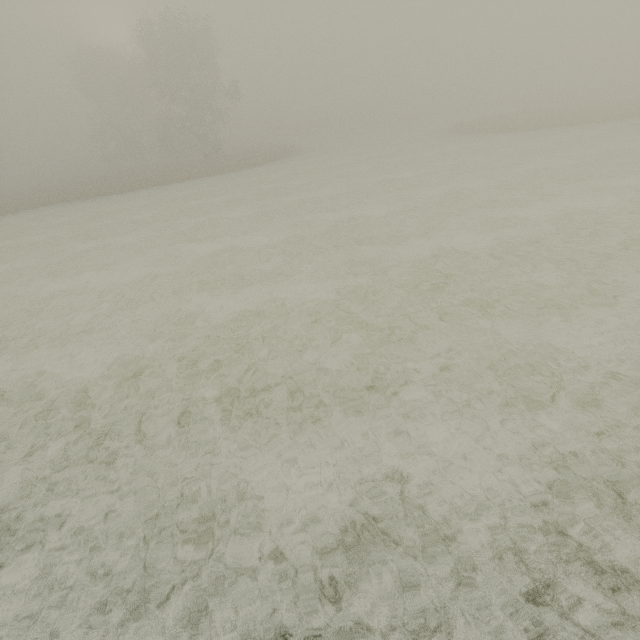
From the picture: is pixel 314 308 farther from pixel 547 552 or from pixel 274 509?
pixel 547 552
